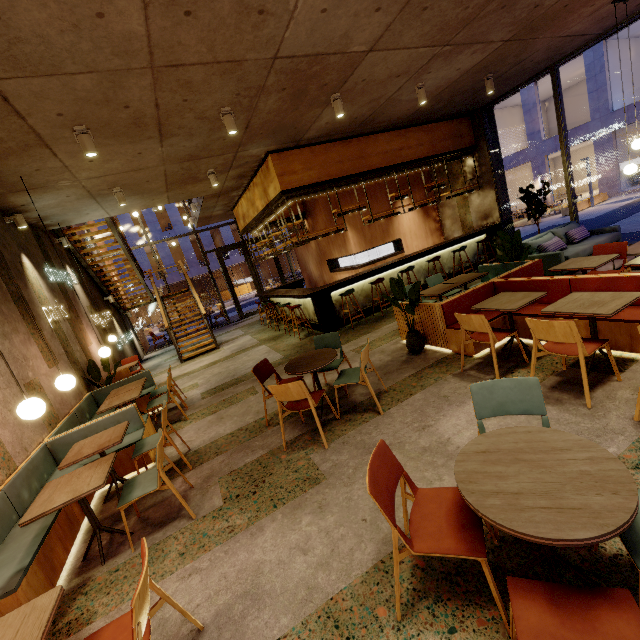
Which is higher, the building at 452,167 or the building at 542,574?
the building at 452,167

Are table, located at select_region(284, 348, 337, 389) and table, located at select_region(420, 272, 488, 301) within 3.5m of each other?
Answer: yes

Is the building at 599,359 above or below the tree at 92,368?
below

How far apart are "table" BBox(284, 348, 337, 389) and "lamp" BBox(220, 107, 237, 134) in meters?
3.6

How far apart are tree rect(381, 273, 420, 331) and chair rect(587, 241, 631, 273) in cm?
255

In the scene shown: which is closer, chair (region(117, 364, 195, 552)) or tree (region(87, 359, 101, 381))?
chair (region(117, 364, 195, 552))

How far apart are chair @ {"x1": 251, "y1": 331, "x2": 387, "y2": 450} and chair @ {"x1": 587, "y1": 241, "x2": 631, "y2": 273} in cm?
366

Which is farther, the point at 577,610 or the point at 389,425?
the point at 389,425
